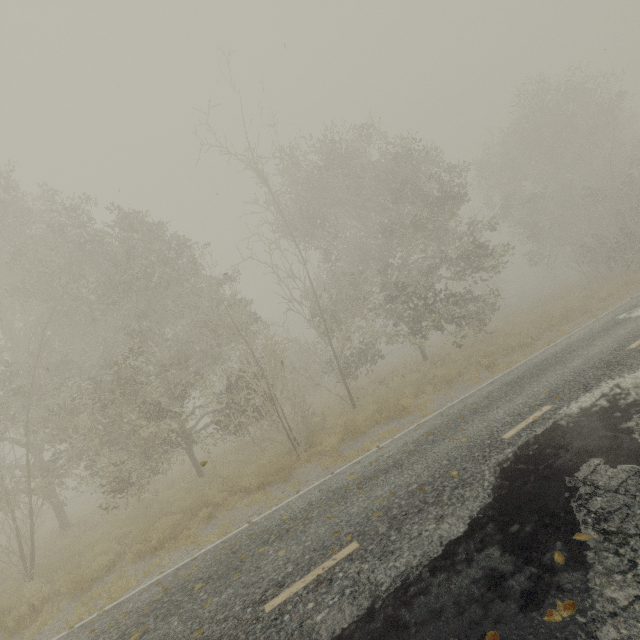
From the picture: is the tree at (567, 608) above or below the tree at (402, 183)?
below

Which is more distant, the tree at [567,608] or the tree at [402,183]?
the tree at [402,183]

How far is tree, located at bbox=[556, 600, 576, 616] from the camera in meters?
2.7 m

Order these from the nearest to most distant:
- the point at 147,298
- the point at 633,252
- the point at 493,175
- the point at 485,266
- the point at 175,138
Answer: the point at 175,138, the point at 147,298, the point at 633,252, the point at 493,175, the point at 485,266

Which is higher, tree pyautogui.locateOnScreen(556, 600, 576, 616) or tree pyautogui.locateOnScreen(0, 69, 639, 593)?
tree pyautogui.locateOnScreen(0, 69, 639, 593)

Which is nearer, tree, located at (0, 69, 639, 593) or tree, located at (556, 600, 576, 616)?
tree, located at (556, 600, 576, 616)
